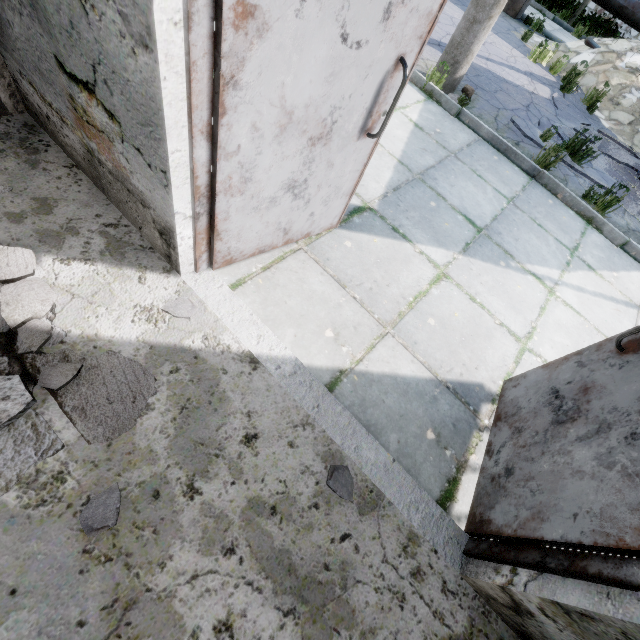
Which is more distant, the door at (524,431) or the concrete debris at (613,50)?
the concrete debris at (613,50)

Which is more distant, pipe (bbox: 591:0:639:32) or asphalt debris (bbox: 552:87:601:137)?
pipe (bbox: 591:0:639:32)

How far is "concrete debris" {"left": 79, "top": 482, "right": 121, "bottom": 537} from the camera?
1.38m

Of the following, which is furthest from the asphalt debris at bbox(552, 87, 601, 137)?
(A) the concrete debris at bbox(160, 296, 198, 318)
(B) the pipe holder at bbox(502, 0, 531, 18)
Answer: (A) the concrete debris at bbox(160, 296, 198, 318)

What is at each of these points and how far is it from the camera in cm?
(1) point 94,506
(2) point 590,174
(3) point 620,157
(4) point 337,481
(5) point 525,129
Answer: (1) concrete debris, 141
(2) asphalt debris, 536
(3) asphalt debris, 629
(4) concrete debris, 177
(5) asphalt debris, 536

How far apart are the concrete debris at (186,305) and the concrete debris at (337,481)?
1.3m

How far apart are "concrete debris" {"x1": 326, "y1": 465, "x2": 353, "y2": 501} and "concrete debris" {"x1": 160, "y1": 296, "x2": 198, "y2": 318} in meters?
1.3

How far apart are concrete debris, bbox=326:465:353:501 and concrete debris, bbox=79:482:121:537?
1.0m
